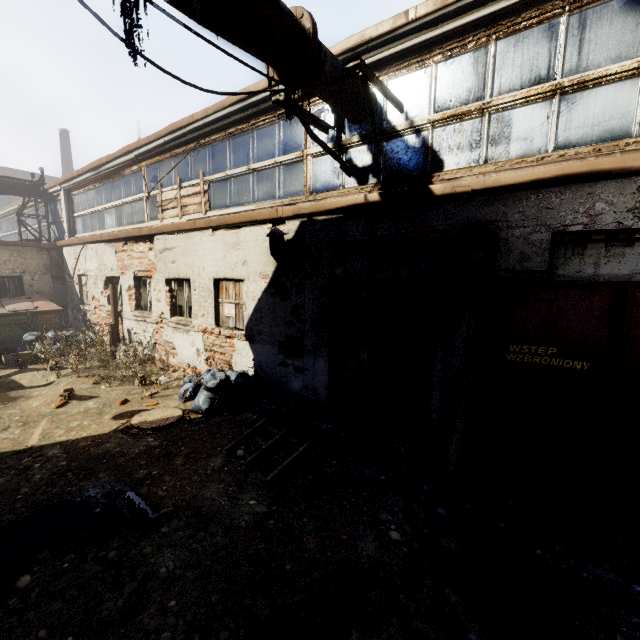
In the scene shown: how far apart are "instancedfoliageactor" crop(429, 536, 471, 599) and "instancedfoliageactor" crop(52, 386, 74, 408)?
7.3 meters

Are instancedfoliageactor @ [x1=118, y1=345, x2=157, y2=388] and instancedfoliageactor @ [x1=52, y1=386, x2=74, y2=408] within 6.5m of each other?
yes

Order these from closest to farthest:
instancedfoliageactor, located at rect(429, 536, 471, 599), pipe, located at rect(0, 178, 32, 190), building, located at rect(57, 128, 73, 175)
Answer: instancedfoliageactor, located at rect(429, 536, 471, 599) → pipe, located at rect(0, 178, 32, 190) → building, located at rect(57, 128, 73, 175)

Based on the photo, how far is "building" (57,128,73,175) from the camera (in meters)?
31.25

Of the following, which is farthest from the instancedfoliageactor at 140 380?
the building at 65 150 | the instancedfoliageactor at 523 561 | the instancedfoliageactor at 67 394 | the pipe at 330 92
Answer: the building at 65 150

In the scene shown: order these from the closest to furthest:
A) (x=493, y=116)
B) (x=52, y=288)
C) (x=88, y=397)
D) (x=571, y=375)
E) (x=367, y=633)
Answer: (x=367, y=633) → (x=571, y=375) → (x=493, y=116) → (x=88, y=397) → (x=52, y=288)

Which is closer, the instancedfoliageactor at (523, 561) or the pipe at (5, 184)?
the instancedfoliageactor at (523, 561)

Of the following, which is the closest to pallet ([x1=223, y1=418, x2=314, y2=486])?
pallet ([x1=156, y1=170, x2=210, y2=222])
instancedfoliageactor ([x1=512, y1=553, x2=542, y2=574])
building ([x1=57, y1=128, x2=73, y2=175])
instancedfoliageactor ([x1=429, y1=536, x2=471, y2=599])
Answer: instancedfoliageactor ([x1=429, y1=536, x2=471, y2=599])
